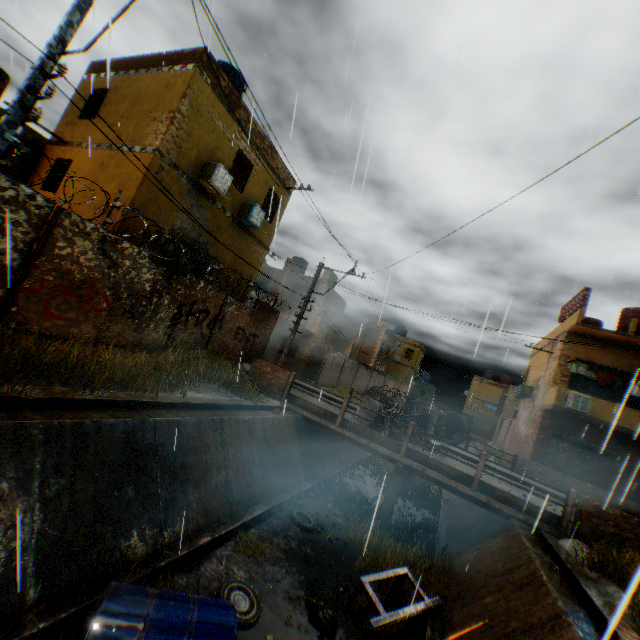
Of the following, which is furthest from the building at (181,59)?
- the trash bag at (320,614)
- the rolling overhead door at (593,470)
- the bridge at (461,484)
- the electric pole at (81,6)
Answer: the trash bag at (320,614)

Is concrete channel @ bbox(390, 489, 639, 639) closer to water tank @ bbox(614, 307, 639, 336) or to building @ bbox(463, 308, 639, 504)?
building @ bbox(463, 308, 639, 504)

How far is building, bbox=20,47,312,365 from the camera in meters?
10.6

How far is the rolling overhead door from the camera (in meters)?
16.70

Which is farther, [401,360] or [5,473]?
[401,360]

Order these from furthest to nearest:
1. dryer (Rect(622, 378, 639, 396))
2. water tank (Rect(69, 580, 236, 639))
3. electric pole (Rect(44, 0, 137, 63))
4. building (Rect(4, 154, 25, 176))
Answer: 1. building (Rect(4, 154, 25, 176))
2. electric pole (Rect(44, 0, 137, 63))
3. water tank (Rect(69, 580, 236, 639))
4. dryer (Rect(622, 378, 639, 396))

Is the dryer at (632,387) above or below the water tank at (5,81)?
below

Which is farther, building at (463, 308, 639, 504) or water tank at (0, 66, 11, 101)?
building at (463, 308, 639, 504)
